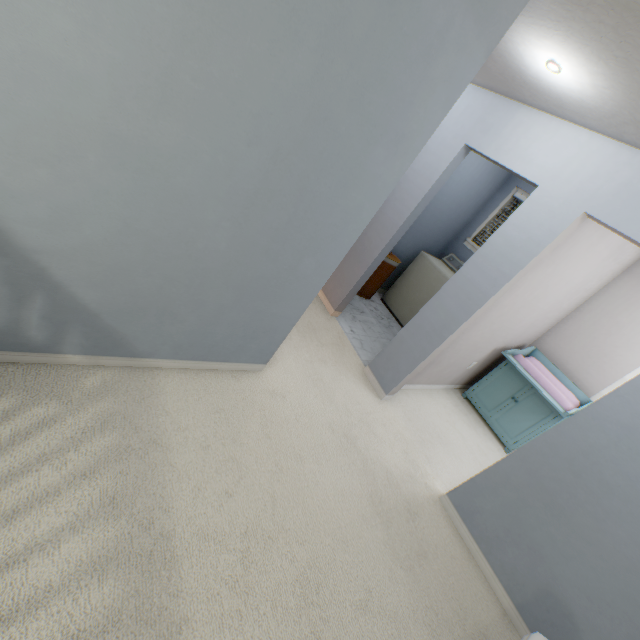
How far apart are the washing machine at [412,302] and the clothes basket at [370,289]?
0.33m

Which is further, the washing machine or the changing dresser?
the washing machine

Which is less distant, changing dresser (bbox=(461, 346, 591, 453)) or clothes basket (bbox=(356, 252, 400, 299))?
changing dresser (bbox=(461, 346, 591, 453))

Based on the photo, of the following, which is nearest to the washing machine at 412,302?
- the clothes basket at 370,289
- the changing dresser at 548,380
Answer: the clothes basket at 370,289

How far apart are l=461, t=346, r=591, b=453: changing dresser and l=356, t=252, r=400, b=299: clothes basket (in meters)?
1.76

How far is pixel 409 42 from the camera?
1.25m

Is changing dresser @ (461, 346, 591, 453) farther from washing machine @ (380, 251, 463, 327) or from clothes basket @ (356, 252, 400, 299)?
clothes basket @ (356, 252, 400, 299)
